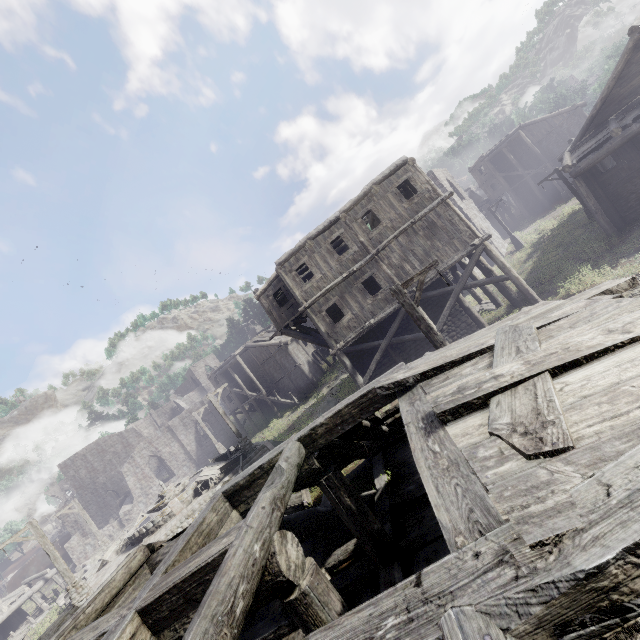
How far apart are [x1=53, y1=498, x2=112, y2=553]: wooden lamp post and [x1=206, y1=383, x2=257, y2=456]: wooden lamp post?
13.1 meters

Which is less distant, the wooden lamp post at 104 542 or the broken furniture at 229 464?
the broken furniture at 229 464

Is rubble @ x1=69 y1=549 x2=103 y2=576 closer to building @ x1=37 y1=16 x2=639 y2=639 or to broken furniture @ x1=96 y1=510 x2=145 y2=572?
building @ x1=37 y1=16 x2=639 y2=639

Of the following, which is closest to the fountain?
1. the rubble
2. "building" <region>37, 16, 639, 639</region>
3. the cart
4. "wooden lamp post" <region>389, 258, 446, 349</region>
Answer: "building" <region>37, 16, 639, 639</region>

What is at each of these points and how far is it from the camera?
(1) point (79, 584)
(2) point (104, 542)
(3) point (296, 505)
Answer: (1) wooden lamp post, 15.25m
(2) wooden lamp post, 23.52m
(3) cart, 11.28m

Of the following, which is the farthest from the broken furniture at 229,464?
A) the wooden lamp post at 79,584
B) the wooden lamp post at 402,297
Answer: the wooden lamp post at 402,297

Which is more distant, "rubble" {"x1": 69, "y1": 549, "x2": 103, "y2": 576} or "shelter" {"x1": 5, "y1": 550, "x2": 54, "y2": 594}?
"shelter" {"x1": 5, "y1": 550, "x2": 54, "y2": 594}

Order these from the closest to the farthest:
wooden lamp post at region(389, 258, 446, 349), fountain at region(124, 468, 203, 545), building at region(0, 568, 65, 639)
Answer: wooden lamp post at region(389, 258, 446, 349) → fountain at region(124, 468, 203, 545) → building at region(0, 568, 65, 639)
